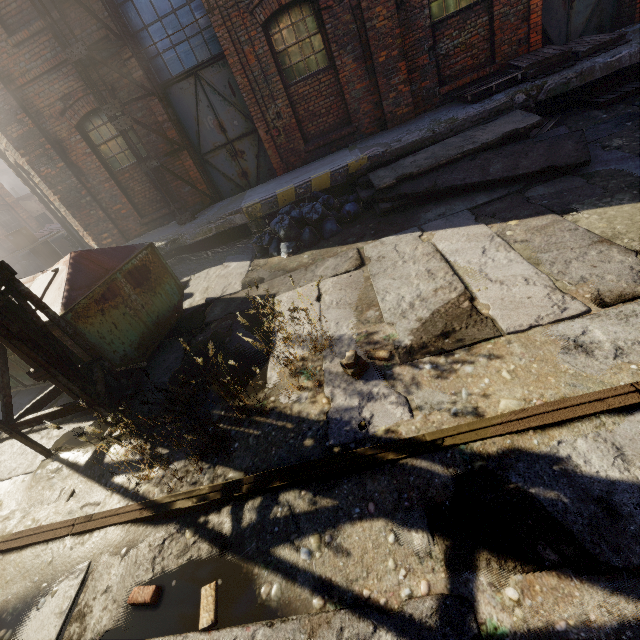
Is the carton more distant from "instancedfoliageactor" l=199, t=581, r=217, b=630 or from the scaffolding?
"instancedfoliageactor" l=199, t=581, r=217, b=630

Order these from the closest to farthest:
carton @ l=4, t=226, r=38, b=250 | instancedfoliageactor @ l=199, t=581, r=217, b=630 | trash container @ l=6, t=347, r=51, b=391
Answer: instancedfoliageactor @ l=199, t=581, r=217, b=630 → trash container @ l=6, t=347, r=51, b=391 → carton @ l=4, t=226, r=38, b=250

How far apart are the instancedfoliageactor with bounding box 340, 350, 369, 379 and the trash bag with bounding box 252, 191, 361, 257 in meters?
3.1 m

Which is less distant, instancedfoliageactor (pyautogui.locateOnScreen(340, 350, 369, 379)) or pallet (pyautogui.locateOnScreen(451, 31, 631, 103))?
instancedfoliageactor (pyautogui.locateOnScreen(340, 350, 369, 379))

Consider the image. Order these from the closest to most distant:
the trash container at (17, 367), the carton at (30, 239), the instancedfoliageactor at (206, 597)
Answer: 1. the instancedfoliageactor at (206, 597)
2. the trash container at (17, 367)
3. the carton at (30, 239)

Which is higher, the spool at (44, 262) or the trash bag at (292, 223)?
the spool at (44, 262)

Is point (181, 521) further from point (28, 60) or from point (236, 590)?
point (28, 60)

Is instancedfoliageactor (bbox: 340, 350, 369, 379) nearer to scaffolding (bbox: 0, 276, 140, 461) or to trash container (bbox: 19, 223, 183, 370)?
scaffolding (bbox: 0, 276, 140, 461)
